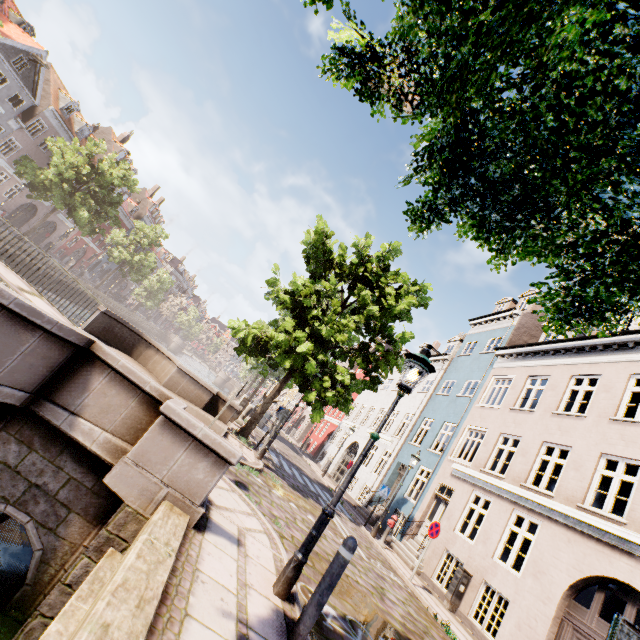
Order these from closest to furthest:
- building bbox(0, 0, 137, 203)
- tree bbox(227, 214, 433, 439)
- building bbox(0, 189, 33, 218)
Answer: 1. tree bbox(227, 214, 433, 439)
2. building bbox(0, 0, 137, 203)
3. building bbox(0, 189, 33, 218)

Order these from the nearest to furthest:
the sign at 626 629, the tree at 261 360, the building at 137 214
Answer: the sign at 626 629, the tree at 261 360, the building at 137 214

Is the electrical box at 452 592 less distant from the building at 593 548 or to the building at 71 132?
the building at 593 548

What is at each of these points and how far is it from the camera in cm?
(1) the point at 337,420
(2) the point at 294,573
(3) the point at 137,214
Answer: (1) building, 3272
(2) street light, 397
(3) building, 5297

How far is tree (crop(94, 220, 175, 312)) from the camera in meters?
38.5 m

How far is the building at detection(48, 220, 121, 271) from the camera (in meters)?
42.31

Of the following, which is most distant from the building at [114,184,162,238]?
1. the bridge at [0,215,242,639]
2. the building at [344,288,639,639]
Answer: the building at [344,288,639,639]

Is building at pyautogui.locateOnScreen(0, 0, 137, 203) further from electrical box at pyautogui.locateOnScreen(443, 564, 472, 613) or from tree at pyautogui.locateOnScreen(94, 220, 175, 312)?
electrical box at pyautogui.locateOnScreen(443, 564, 472, 613)
